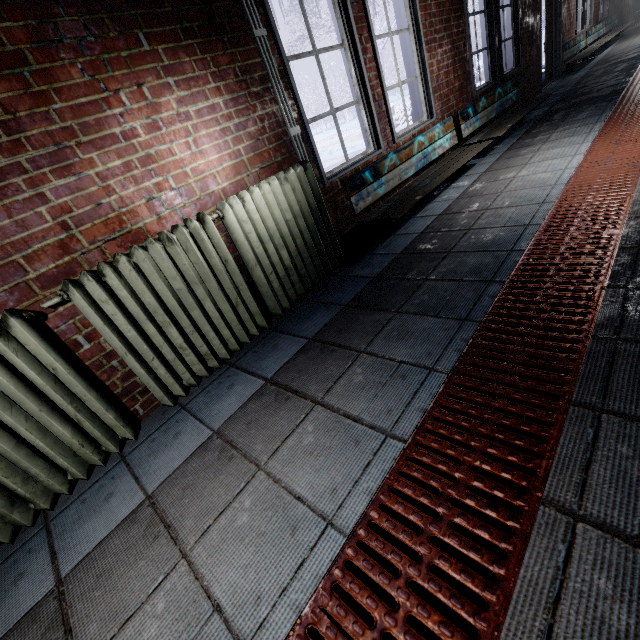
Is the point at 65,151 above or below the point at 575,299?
above

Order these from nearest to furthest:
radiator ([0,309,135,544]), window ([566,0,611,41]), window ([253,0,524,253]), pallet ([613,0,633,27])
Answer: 1. radiator ([0,309,135,544])
2. window ([253,0,524,253])
3. window ([566,0,611,41])
4. pallet ([613,0,633,27])

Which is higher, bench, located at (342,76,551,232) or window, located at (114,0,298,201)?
window, located at (114,0,298,201)

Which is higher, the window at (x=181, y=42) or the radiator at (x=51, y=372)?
the window at (x=181, y=42)

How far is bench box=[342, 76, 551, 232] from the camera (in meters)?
2.69

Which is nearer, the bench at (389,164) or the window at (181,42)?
the window at (181,42)

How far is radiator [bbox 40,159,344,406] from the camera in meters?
1.6 m

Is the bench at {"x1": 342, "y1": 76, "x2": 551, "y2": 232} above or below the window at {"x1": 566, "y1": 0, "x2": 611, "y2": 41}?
below
